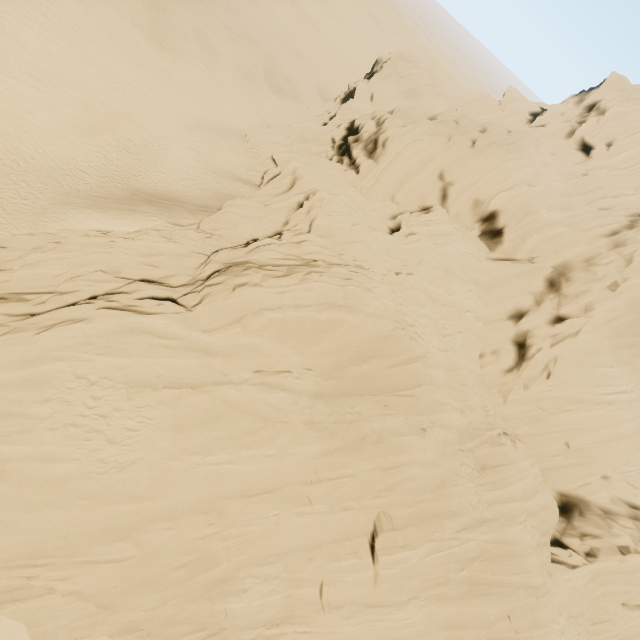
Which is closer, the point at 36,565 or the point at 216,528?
the point at 36,565
